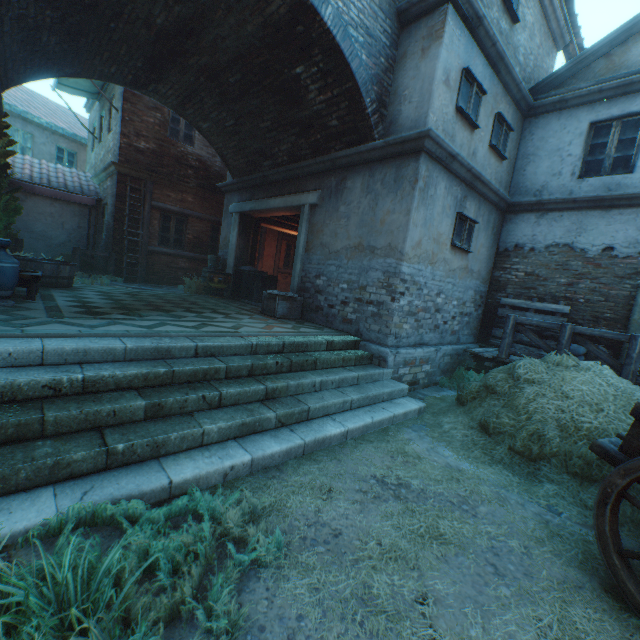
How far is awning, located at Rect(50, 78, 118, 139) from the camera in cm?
1206

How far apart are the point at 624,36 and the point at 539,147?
2.48m

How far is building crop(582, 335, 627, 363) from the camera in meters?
7.1 m

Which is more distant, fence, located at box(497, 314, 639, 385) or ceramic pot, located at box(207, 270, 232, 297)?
ceramic pot, located at box(207, 270, 232, 297)

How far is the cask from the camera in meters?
6.8 m

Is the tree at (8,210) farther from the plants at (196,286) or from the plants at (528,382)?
the plants at (528,382)

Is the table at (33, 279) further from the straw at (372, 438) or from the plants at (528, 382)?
the plants at (528, 382)

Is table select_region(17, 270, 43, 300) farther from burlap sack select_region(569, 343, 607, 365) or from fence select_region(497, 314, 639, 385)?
burlap sack select_region(569, 343, 607, 365)
